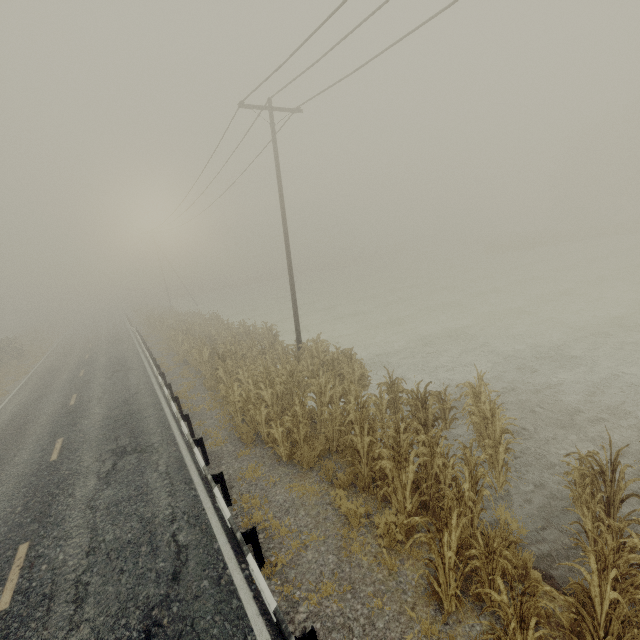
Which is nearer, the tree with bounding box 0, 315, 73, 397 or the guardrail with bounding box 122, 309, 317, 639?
the guardrail with bounding box 122, 309, 317, 639

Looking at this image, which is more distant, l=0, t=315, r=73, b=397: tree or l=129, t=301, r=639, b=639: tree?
l=0, t=315, r=73, b=397: tree

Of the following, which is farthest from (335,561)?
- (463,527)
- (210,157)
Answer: (210,157)

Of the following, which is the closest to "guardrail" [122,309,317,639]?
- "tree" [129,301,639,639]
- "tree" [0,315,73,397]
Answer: "tree" [0,315,73,397]

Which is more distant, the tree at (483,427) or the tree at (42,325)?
the tree at (42,325)

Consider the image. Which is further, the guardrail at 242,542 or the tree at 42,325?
the tree at 42,325

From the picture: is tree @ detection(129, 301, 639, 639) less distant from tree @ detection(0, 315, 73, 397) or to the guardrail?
the guardrail
